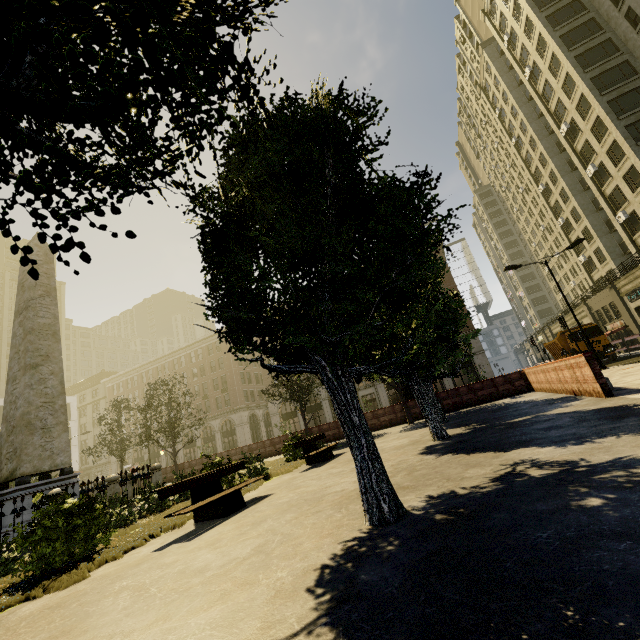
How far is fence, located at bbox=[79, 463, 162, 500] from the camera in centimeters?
1049cm

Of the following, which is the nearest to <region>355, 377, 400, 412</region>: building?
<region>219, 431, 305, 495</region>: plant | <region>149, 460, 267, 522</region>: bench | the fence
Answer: <region>149, 460, 267, 522</region>: bench

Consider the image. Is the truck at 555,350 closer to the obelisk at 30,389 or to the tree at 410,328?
the tree at 410,328

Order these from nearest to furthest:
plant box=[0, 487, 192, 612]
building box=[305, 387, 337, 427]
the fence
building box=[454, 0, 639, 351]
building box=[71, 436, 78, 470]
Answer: plant box=[0, 487, 192, 612] → the fence → building box=[454, 0, 639, 351] → building box=[305, 387, 337, 427] → building box=[71, 436, 78, 470]

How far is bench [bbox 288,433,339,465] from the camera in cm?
1131

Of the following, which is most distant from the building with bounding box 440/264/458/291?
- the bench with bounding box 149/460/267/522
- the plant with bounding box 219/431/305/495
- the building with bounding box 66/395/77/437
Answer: the plant with bounding box 219/431/305/495

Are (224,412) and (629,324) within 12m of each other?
no

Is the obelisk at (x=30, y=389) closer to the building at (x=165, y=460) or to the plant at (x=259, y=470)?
the plant at (x=259, y=470)
